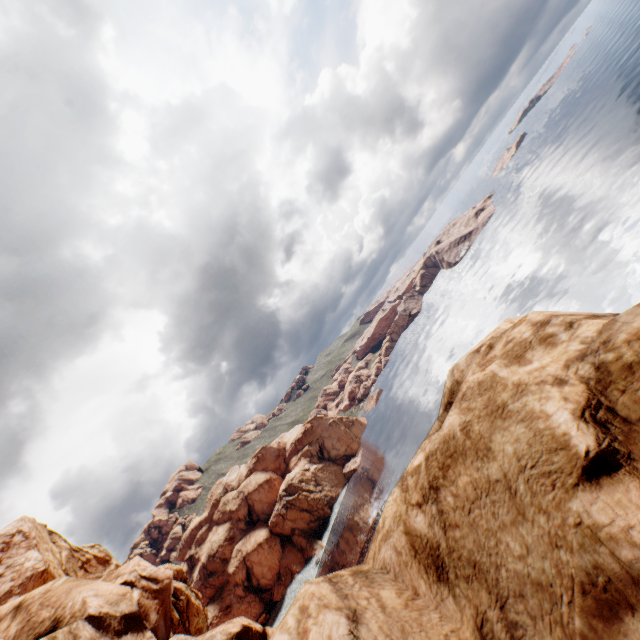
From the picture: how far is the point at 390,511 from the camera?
4.2 meters
